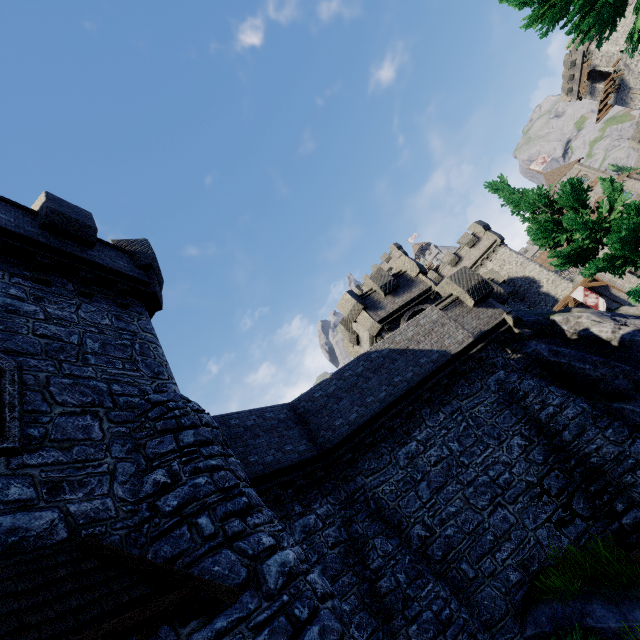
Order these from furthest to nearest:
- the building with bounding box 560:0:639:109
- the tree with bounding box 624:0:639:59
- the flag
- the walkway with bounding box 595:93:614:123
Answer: the walkway with bounding box 595:93:614:123
the building with bounding box 560:0:639:109
the flag
the tree with bounding box 624:0:639:59

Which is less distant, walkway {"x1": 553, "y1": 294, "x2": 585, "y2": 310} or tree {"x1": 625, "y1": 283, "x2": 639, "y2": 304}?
tree {"x1": 625, "y1": 283, "x2": 639, "y2": 304}

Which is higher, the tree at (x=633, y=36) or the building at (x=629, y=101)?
the building at (x=629, y=101)

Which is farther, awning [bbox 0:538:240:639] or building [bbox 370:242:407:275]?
building [bbox 370:242:407:275]

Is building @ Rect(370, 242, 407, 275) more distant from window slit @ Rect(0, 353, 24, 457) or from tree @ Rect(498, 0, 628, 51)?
window slit @ Rect(0, 353, 24, 457)

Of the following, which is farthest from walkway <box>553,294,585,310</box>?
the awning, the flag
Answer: the awning

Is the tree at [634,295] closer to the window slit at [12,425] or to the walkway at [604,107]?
the window slit at [12,425]

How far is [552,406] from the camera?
11.77m
